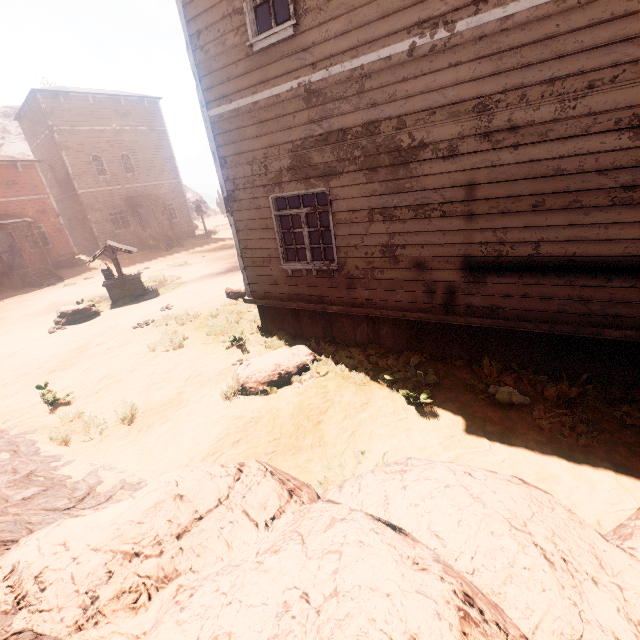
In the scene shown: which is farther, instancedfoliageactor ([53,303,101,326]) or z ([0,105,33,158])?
z ([0,105,33,158])

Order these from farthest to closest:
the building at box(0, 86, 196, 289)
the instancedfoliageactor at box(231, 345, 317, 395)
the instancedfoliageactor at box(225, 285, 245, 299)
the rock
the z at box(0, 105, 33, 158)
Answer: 1. the z at box(0, 105, 33, 158)
2. the building at box(0, 86, 196, 289)
3. the instancedfoliageactor at box(225, 285, 245, 299)
4. the instancedfoliageactor at box(231, 345, 317, 395)
5. the rock

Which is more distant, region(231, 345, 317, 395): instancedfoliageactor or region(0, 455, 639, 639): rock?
region(231, 345, 317, 395): instancedfoliageactor

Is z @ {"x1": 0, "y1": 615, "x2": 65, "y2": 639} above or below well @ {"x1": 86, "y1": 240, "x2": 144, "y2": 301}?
above

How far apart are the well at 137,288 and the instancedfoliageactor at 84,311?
0.68m

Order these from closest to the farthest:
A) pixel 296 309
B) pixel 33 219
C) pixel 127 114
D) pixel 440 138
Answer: pixel 440 138, pixel 296 309, pixel 33 219, pixel 127 114

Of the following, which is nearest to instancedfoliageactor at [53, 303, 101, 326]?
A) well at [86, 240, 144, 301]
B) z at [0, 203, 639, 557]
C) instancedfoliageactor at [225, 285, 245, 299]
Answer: z at [0, 203, 639, 557]

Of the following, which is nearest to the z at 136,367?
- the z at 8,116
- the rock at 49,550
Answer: the rock at 49,550
